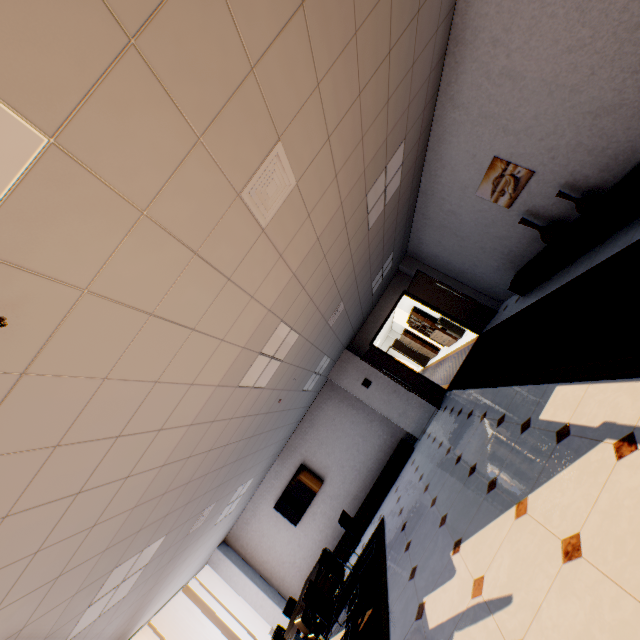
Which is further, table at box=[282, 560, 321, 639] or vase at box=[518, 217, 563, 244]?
vase at box=[518, 217, 563, 244]

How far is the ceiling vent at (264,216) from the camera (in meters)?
2.27

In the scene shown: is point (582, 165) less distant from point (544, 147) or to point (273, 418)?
point (544, 147)

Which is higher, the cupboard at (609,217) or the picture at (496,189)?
the picture at (496,189)

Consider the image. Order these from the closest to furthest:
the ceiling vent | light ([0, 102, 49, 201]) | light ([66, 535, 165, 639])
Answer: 1. light ([0, 102, 49, 201])
2. the ceiling vent
3. light ([66, 535, 165, 639])

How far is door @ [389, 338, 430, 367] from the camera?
19.9m

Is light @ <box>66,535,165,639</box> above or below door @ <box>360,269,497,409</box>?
above

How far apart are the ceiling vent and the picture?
3.9 meters
